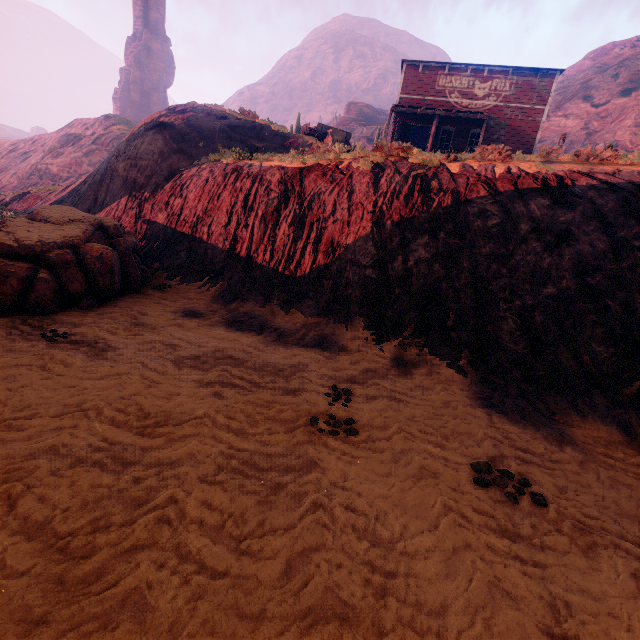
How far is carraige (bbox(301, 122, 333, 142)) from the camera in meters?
20.8

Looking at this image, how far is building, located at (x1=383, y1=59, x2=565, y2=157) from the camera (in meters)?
21.09

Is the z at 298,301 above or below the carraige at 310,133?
below

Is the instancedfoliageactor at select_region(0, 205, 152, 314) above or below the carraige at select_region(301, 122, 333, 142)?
below

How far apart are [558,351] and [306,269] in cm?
671

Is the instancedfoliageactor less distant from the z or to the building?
the z

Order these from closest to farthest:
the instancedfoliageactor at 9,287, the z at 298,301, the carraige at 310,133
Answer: the z at 298,301 < the instancedfoliageactor at 9,287 < the carraige at 310,133

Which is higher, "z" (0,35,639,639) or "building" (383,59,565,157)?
"building" (383,59,565,157)
